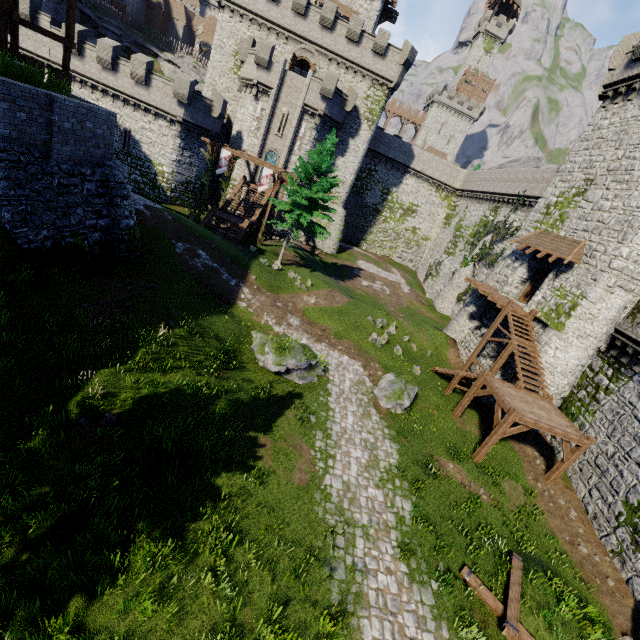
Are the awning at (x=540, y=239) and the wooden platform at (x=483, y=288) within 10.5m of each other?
yes

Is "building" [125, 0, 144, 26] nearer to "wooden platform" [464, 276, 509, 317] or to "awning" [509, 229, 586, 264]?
"wooden platform" [464, 276, 509, 317]

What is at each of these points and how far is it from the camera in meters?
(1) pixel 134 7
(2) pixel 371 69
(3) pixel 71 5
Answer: (1) building, 58.9 m
(2) building tower, 34.6 m
(3) walkway, 16.9 m

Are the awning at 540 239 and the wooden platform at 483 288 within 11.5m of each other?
yes

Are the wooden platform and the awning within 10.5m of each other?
yes

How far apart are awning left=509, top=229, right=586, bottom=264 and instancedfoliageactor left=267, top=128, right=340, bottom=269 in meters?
15.4

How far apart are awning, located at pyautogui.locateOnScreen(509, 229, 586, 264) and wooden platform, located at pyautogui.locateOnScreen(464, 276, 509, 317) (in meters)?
3.09

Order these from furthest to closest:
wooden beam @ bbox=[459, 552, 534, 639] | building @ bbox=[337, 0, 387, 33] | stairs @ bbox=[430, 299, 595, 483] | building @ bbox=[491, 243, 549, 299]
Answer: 1. building @ bbox=[337, 0, 387, 33]
2. building @ bbox=[491, 243, 549, 299]
3. stairs @ bbox=[430, 299, 595, 483]
4. wooden beam @ bbox=[459, 552, 534, 639]
